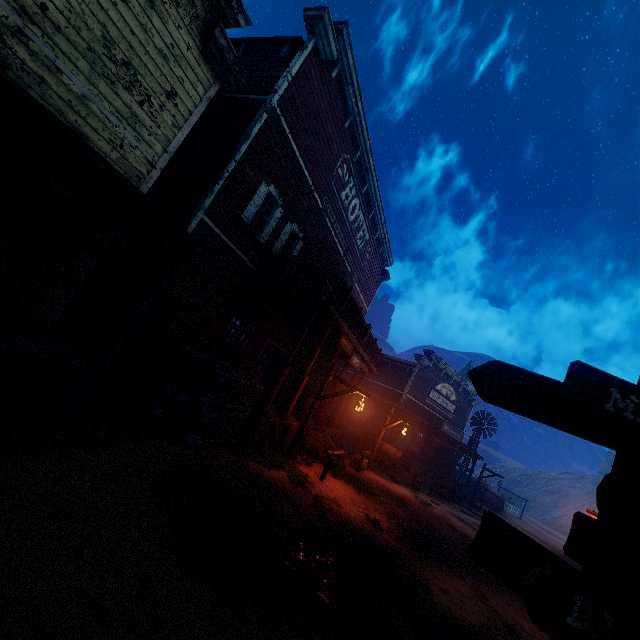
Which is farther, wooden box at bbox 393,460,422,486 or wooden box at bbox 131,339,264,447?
wooden box at bbox 393,460,422,486

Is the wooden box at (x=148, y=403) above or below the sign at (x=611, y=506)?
below

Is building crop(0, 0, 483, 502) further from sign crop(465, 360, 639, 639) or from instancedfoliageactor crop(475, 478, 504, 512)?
instancedfoliageactor crop(475, 478, 504, 512)

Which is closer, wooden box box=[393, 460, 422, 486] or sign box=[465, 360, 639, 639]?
sign box=[465, 360, 639, 639]

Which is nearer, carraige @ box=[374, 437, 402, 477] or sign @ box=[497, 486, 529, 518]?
carraige @ box=[374, 437, 402, 477]

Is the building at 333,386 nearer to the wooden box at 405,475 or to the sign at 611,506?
the wooden box at 405,475

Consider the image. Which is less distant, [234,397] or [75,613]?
[75,613]

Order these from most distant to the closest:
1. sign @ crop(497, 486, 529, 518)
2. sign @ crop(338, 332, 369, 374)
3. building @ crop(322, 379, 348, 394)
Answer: sign @ crop(497, 486, 529, 518) → building @ crop(322, 379, 348, 394) → sign @ crop(338, 332, 369, 374)
